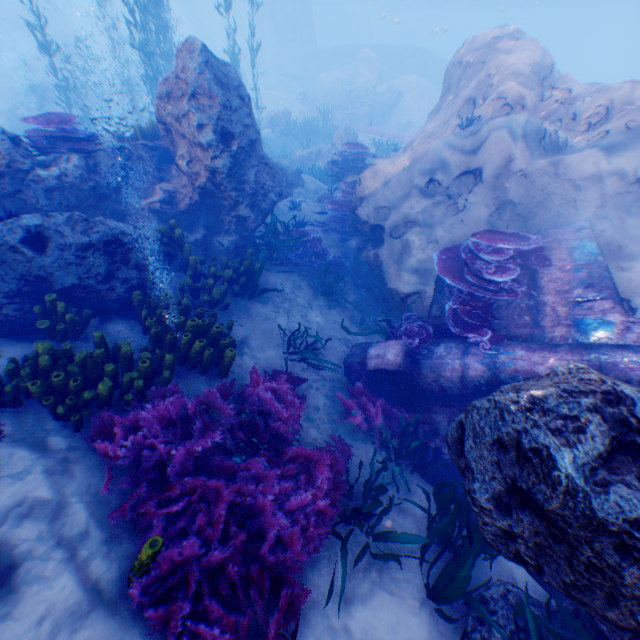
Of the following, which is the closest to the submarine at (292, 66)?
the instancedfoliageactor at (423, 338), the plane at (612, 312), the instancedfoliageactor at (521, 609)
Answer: the plane at (612, 312)

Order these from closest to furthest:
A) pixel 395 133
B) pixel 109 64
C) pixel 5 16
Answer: pixel 395 133, pixel 109 64, pixel 5 16

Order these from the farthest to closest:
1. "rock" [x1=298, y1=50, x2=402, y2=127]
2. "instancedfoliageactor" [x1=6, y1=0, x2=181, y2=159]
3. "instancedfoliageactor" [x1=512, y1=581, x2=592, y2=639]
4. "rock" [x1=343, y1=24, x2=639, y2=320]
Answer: "rock" [x1=298, y1=50, x2=402, y2=127] → "instancedfoliageactor" [x1=6, y1=0, x2=181, y2=159] → "rock" [x1=343, y1=24, x2=639, y2=320] → "instancedfoliageactor" [x1=512, y1=581, x2=592, y2=639]

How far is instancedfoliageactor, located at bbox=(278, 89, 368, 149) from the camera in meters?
20.2

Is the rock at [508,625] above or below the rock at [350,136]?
below

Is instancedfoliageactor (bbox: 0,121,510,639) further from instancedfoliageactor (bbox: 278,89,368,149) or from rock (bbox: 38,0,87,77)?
instancedfoliageactor (bbox: 278,89,368,149)

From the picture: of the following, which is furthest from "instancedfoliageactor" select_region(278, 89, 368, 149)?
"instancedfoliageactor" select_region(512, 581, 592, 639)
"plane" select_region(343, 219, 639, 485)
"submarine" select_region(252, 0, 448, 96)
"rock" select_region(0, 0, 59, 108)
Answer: "instancedfoliageactor" select_region(512, 581, 592, 639)

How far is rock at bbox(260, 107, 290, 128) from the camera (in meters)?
22.20
